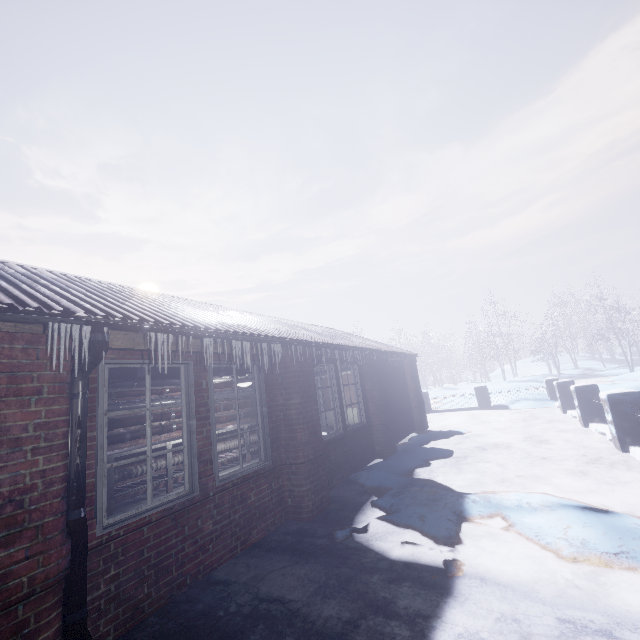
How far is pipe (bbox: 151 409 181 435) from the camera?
6.1m

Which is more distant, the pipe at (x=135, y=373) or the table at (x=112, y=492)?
the table at (x=112, y=492)

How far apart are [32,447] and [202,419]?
1.54m

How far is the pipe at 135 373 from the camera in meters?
3.4

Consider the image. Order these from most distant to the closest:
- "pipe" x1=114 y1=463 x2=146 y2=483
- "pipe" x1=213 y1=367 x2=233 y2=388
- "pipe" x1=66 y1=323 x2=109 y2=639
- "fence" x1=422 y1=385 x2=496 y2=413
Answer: "fence" x1=422 y1=385 x2=496 y2=413 < "pipe" x1=114 y1=463 x2=146 y2=483 < "pipe" x1=213 y1=367 x2=233 y2=388 < "pipe" x1=66 y1=323 x2=109 y2=639

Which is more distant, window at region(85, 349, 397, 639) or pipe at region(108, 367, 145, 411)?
pipe at region(108, 367, 145, 411)

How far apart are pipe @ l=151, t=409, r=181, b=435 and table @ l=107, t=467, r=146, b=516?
0.1 meters

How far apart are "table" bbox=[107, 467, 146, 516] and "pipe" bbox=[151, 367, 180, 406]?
0.9 meters
